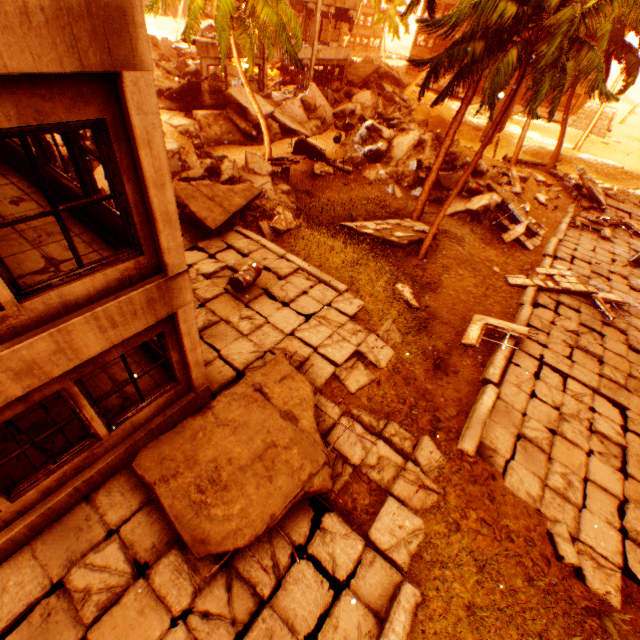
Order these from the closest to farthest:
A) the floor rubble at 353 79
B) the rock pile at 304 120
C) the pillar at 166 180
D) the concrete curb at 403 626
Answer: the pillar at 166 180 < the concrete curb at 403 626 < the rock pile at 304 120 < the floor rubble at 353 79

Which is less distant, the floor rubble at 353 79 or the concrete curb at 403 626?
the concrete curb at 403 626

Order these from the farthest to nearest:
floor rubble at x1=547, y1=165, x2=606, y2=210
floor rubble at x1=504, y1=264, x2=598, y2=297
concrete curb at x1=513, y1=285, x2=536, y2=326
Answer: floor rubble at x1=547, y1=165, x2=606, y2=210, floor rubble at x1=504, y1=264, x2=598, y2=297, concrete curb at x1=513, y1=285, x2=536, y2=326

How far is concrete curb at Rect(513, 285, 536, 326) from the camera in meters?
11.7 m

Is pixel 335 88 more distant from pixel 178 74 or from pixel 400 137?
pixel 178 74

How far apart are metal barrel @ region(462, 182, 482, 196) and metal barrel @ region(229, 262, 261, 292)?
13.2 meters

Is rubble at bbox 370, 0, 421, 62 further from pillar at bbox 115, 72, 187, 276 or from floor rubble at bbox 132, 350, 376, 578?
floor rubble at bbox 132, 350, 376, 578

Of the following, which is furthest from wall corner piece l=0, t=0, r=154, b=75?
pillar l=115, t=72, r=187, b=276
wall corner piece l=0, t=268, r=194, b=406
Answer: wall corner piece l=0, t=268, r=194, b=406
